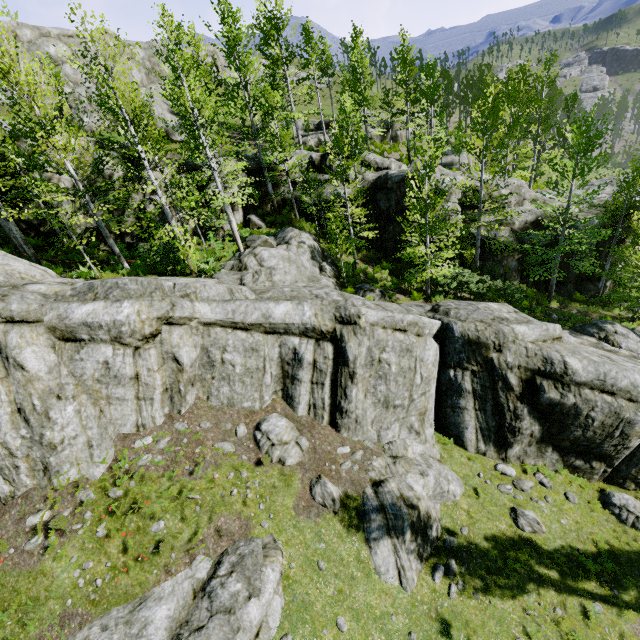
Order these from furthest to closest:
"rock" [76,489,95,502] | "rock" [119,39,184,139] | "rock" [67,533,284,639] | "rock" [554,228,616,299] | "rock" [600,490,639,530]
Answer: "rock" [119,39,184,139] < "rock" [554,228,616,299] < "rock" [600,490,639,530] < "rock" [76,489,95,502] < "rock" [67,533,284,639]

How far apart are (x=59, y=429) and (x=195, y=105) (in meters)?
17.29

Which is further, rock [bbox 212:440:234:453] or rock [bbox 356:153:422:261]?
rock [bbox 356:153:422:261]

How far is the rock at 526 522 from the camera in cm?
1206

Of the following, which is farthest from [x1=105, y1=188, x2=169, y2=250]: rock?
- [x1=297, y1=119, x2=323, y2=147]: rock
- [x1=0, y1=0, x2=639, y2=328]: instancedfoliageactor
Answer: [x1=297, y1=119, x2=323, y2=147]: rock

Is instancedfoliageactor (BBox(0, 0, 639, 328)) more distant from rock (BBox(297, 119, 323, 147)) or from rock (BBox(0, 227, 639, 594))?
rock (BBox(297, 119, 323, 147))

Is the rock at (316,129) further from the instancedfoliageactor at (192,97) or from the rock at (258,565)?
the instancedfoliageactor at (192,97)
